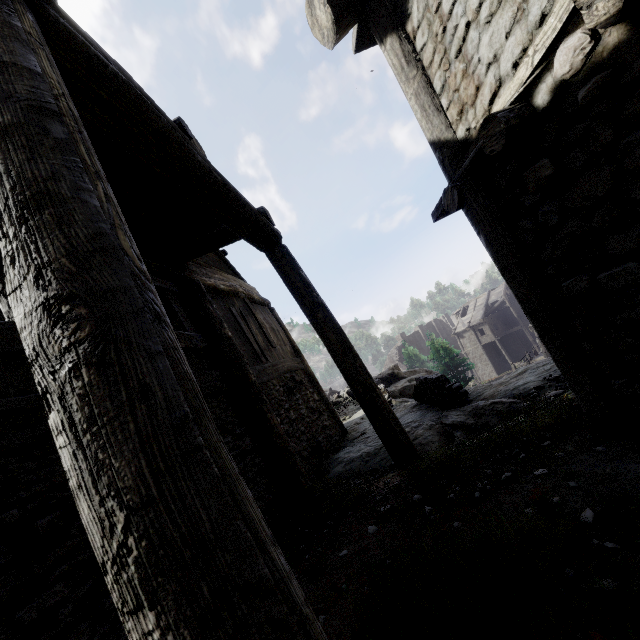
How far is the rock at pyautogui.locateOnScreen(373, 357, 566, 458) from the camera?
5.4m

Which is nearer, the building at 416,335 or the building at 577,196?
the building at 577,196

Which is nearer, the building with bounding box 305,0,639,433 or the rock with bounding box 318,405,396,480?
the building with bounding box 305,0,639,433

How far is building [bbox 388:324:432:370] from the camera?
56.1m

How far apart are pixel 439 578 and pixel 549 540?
0.9m

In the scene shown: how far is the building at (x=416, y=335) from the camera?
56.09m

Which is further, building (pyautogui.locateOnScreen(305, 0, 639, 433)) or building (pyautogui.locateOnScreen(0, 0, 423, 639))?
building (pyautogui.locateOnScreen(305, 0, 639, 433))

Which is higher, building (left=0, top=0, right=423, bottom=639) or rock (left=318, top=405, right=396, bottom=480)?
building (left=0, top=0, right=423, bottom=639)
